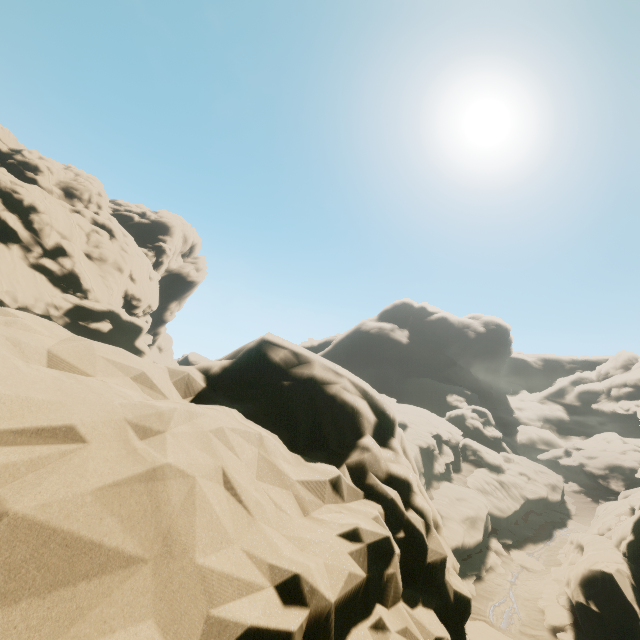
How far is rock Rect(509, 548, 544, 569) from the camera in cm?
2933

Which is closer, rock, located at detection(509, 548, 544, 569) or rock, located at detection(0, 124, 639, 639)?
rock, located at detection(0, 124, 639, 639)

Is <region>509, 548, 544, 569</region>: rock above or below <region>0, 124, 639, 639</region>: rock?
below

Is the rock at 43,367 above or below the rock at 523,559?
above

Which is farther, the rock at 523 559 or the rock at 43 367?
the rock at 523 559

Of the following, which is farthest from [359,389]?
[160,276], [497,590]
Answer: [160,276]
